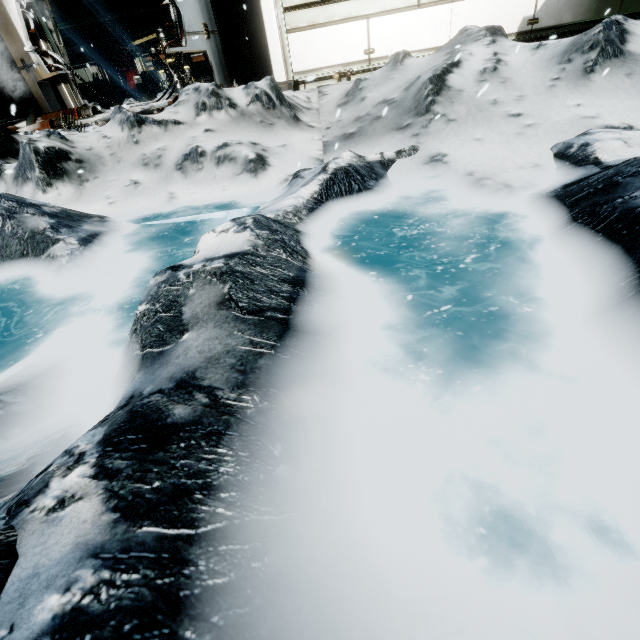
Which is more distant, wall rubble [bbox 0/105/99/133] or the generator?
the generator

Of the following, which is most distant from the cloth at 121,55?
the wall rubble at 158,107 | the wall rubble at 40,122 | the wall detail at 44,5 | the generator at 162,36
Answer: the wall rubble at 158,107

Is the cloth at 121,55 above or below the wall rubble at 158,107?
above

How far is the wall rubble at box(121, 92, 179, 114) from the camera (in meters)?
6.29

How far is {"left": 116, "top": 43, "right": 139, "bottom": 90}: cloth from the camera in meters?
15.1 m

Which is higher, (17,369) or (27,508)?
(27,508)

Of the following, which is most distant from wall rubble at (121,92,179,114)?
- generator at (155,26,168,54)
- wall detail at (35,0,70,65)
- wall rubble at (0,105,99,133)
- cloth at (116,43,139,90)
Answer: cloth at (116,43,139,90)

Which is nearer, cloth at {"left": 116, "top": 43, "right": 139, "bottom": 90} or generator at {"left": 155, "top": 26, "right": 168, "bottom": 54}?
generator at {"left": 155, "top": 26, "right": 168, "bottom": 54}
